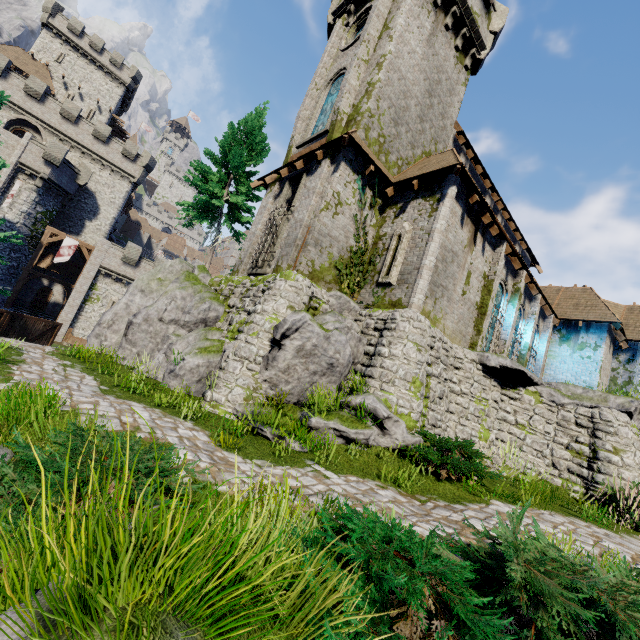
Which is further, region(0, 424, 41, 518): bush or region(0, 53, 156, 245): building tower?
region(0, 53, 156, 245): building tower

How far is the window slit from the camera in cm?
1237

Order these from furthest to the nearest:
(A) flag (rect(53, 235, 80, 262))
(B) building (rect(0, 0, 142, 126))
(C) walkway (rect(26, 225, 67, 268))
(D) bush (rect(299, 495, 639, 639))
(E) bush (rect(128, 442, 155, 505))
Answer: (B) building (rect(0, 0, 142, 126)) → (A) flag (rect(53, 235, 80, 262)) → (C) walkway (rect(26, 225, 67, 268)) → (E) bush (rect(128, 442, 155, 505)) → (D) bush (rect(299, 495, 639, 639))

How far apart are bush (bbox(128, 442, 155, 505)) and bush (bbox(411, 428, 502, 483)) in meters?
5.2

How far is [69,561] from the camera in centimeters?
161cm

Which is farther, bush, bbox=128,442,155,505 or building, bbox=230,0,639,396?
building, bbox=230,0,639,396

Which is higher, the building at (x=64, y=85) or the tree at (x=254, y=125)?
the building at (x=64, y=85)

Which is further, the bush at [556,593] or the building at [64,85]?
the building at [64,85]
